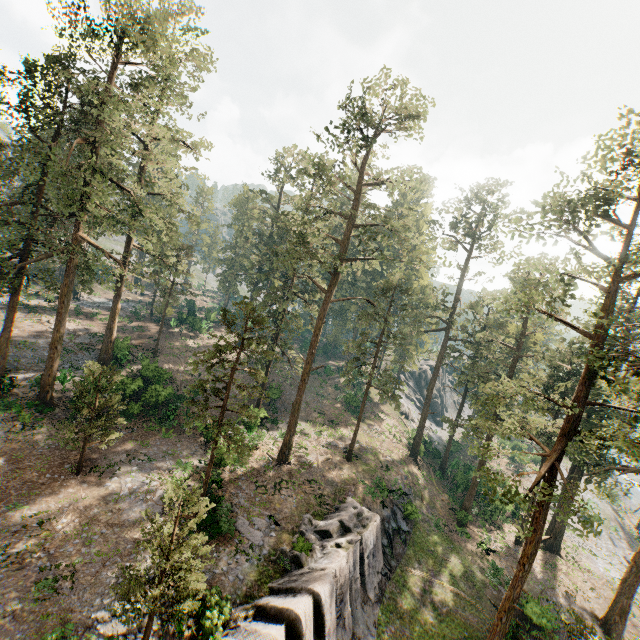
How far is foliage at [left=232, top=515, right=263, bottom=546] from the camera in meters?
19.6 m

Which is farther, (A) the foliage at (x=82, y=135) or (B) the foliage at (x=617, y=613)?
(B) the foliage at (x=617, y=613)

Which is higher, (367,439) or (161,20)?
(161,20)

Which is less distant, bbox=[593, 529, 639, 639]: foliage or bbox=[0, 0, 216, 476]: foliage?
bbox=[0, 0, 216, 476]: foliage

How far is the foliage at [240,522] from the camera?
19.6 meters

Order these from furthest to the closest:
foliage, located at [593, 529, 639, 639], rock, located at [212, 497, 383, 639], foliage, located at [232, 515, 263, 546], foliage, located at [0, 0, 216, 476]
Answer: foliage, located at [593, 529, 639, 639]
foliage, located at [0, 0, 216, 476]
foliage, located at [232, 515, 263, 546]
rock, located at [212, 497, 383, 639]
